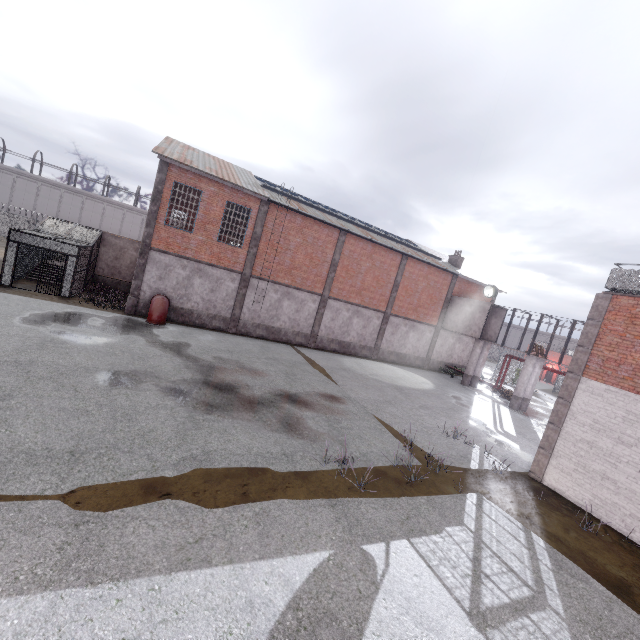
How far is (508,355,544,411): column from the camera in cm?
2247

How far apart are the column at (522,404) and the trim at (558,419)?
11.69m

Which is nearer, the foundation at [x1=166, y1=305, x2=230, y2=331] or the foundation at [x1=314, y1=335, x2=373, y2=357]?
the foundation at [x1=166, y1=305, x2=230, y2=331]

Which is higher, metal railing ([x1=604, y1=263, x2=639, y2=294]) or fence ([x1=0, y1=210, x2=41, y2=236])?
metal railing ([x1=604, y1=263, x2=639, y2=294])

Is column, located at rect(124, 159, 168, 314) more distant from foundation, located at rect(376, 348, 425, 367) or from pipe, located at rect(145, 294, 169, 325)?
foundation, located at rect(376, 348, 425, 367)

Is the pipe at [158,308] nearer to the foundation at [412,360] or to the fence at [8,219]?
the foundation at [412,360]

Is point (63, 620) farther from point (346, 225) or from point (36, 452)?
point (346, 225)

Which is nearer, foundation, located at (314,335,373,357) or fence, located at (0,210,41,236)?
foundation, located at (314,335,373,357)
